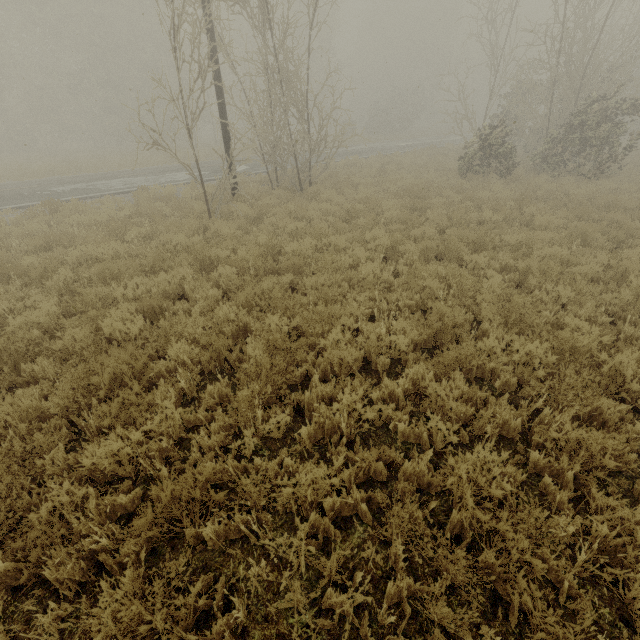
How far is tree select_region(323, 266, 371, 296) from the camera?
6.2 meters

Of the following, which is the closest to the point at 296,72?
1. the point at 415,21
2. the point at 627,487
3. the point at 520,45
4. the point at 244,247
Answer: the point at 244,247

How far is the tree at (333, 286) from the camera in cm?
620
